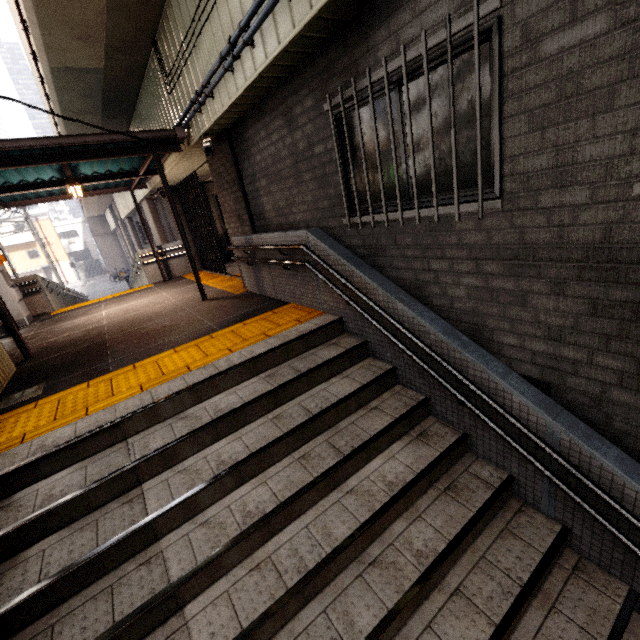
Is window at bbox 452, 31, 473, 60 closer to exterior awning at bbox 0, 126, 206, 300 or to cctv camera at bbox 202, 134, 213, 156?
cctv camera at bbox 202, 134, 213, 156

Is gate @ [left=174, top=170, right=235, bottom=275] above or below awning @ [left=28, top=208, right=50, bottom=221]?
below

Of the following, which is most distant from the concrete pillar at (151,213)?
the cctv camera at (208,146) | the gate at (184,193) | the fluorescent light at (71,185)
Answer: the cctv camera at (208,146)

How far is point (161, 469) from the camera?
2.9 meters

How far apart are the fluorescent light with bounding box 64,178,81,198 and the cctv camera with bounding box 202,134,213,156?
3.1 meters

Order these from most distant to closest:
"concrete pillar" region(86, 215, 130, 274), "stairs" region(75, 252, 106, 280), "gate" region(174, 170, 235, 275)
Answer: "stairs" region(75, 252, 106, 280) < "concrete pillar" region(86, 215, 130, 274) < "gate" region(174, 170, 235, 275)

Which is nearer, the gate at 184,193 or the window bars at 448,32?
the window bars at 448,32

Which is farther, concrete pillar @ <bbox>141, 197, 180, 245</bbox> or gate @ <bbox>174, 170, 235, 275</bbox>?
concrete pillar @ <bbox>141, 197, 180, 245</bbox>
